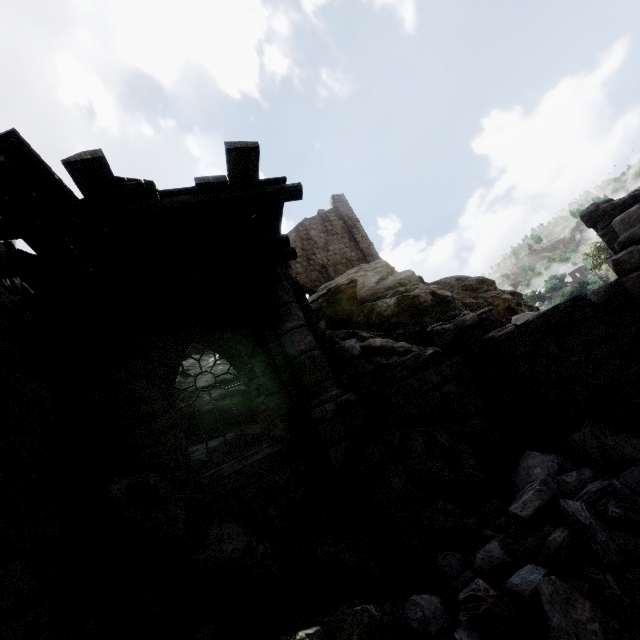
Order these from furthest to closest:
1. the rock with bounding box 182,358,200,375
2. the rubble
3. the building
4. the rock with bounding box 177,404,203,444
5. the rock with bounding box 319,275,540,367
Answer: the rock with bounding box 319,275,540,367, the rock with bounding box 182,358,200,375, the rock with bounding box 177,404,203,444, the building, the rubble

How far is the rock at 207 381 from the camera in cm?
986

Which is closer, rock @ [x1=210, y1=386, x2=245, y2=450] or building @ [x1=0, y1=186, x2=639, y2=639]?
building @ [x1=0, y1=186, x2=639, y2=639]

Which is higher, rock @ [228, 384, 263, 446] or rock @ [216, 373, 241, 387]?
rock @ [216, 373, 241, 387]

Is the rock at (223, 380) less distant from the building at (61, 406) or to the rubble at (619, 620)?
the building at (61, 406)

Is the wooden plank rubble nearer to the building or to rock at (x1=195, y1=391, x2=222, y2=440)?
the building

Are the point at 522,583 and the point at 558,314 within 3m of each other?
no

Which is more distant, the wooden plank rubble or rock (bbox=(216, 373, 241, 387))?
rock (bbox=(216, 373, 241, 387))
